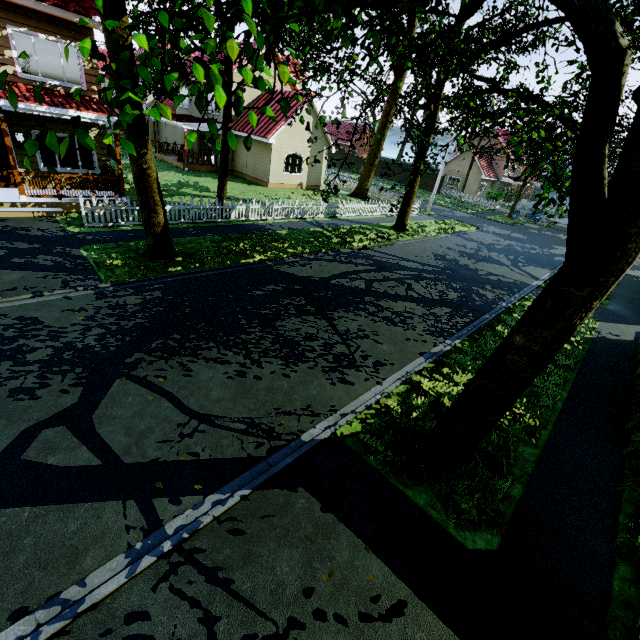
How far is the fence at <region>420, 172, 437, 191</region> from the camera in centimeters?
4447cm

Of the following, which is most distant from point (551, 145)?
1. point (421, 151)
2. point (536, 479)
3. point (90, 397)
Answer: point (421, 151)

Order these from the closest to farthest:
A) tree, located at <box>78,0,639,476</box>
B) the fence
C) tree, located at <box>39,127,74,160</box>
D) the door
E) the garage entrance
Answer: tree, located at <box>39,127,74,160</box>
tree, located at <box>78,0,639,476</box>
the garage entrance
the door
the fence

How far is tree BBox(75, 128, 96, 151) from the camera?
2.5 meters

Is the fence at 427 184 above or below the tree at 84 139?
below

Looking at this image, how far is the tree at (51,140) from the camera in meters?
2.3
